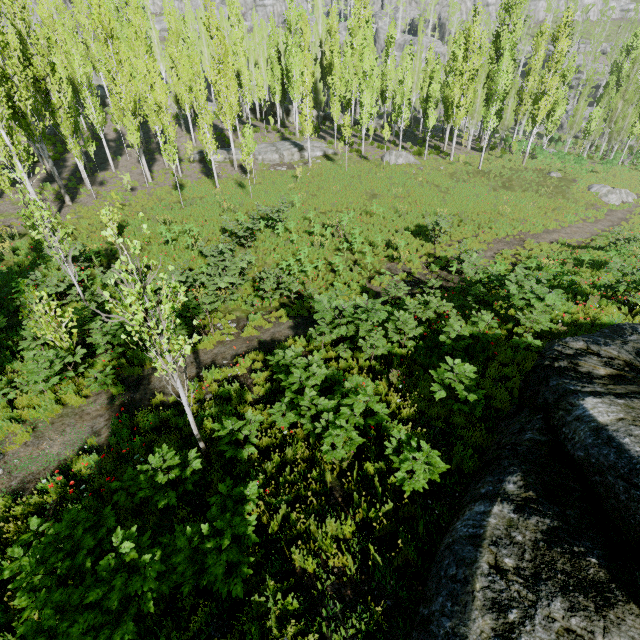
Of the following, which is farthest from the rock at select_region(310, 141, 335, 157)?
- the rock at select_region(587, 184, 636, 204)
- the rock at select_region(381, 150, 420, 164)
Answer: the rock at select_region(587, 184, 636, 204)

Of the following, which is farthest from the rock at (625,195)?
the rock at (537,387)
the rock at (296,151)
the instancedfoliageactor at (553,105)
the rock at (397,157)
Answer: the rock at (537,387)

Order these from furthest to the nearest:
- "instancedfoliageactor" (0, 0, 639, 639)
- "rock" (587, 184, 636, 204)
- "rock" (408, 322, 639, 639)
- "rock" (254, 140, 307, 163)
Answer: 1. "rock" (254, 140, 307, 163)
2. "rock" (587, 184, 636, 204)
3. "instancedfoliageactor" (0, 0, 639, 639)
4. "rock" (408, 322, 639, 639)

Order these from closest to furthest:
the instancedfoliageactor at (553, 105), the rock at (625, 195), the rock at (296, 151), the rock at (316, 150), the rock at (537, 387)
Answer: the rock at (537, 387) → the instancedfoliageactor at (553, 105) → the rock at (625, 195) → the rock at (296, 151) → the rock at (316, 150)

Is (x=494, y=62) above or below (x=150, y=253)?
above

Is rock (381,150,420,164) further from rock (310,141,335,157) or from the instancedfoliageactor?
rock (310,141,335,157)

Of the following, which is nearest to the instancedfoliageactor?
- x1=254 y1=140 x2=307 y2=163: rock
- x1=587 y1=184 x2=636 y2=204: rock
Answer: x1=254 y1=140 x2=307 y2=163: rock
